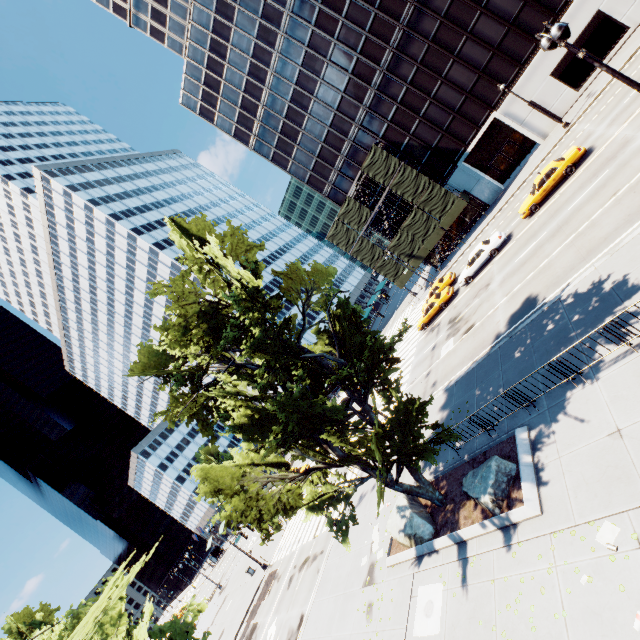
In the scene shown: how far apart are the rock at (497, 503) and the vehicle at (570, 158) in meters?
20.1

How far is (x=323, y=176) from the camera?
45.12m

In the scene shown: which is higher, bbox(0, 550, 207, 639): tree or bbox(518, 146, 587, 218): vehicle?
bbox(0, 550, 207, 639): tree

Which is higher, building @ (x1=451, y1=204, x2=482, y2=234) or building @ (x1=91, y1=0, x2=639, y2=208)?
building @ (x1=91, y1=0, x2=639, y2=208)

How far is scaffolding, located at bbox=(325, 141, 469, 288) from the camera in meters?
37.3

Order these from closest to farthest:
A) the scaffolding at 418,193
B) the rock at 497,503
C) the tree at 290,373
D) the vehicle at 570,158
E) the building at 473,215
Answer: the rock at 497,503 → the tree at 290,373 → the vehicle at 570,158 → the scaffolding at 418,193 → the building at 473,215

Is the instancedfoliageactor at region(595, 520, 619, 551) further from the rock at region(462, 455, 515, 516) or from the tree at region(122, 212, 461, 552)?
the tree at region(122, 212, 461, 552)

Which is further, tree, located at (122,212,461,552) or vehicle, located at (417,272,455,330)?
vehicle, located at (417,272,455,330)
